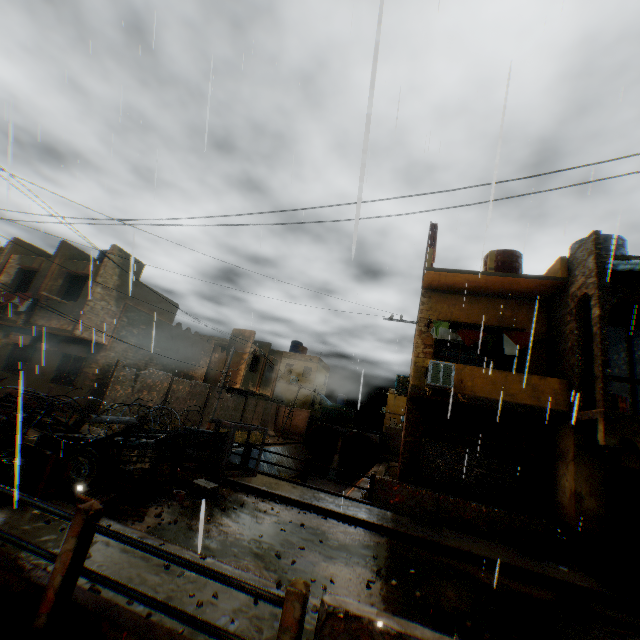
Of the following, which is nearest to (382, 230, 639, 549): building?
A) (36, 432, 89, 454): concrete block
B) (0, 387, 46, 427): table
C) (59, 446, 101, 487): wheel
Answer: (36, 432, 89, 454): concrete block

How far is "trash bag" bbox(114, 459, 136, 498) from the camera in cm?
678

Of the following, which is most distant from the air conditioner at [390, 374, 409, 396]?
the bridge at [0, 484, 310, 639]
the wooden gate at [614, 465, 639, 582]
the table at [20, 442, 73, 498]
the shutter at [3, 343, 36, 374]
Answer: the shutter at [3, 343, 36, 374]

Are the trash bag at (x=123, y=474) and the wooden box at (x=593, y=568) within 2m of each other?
no

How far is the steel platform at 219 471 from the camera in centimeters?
996cm

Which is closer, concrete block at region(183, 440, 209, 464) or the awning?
the awning

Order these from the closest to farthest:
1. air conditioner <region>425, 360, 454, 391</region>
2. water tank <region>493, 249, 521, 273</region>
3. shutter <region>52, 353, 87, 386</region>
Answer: air conditioner <region>425, 360, 454, 391</region> < water tank <region>493, 249, 521, 273</region> < shutter <region>52, 353, 87, 386</region>

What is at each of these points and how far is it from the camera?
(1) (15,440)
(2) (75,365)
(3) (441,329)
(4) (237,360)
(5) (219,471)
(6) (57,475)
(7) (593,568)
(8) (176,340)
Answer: (1) wooden pallet, 5.6m
(2) shutter, 16.8m
(3) dryer, 13.0m
(4) building, 26.8m
(5) steel platform, 9.9m
(6) wheel, 6.1m
(7) wooden box, 8.3m
(8) building, 21.4m
